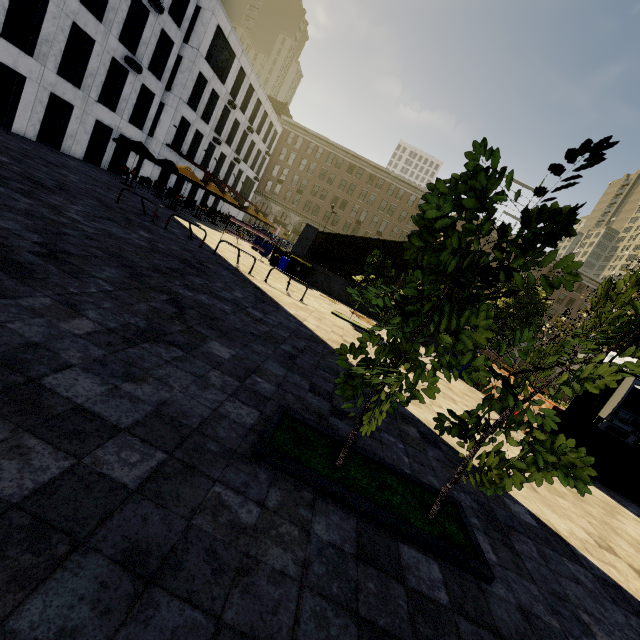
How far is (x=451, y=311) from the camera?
2.7 meters

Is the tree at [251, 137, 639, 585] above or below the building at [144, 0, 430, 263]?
below

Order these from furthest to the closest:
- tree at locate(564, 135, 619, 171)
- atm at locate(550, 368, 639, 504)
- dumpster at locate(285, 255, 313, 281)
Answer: dumpster at locate(285, 255, 313, 281) < atm at locate(550, 368, 639, 504) < tree at locate(564, 135, 619, 171)

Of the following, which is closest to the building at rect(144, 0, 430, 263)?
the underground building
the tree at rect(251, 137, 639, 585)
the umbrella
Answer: the tree at rect(251, 137, 639, 585)

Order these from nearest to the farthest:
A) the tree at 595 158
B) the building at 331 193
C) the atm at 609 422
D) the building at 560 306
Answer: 1. the tree at 595 158
2. the atm at 609 422
3. the building at 331 193
4. the building at 560 306

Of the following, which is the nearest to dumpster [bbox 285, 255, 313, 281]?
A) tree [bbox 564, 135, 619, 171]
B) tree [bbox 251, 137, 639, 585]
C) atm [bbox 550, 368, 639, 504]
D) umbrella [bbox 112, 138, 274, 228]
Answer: tree [bbox 251, 137, 639, 585]

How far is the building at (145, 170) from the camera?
28.67m

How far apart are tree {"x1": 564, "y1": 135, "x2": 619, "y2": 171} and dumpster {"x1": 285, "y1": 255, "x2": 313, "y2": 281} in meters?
16.4
